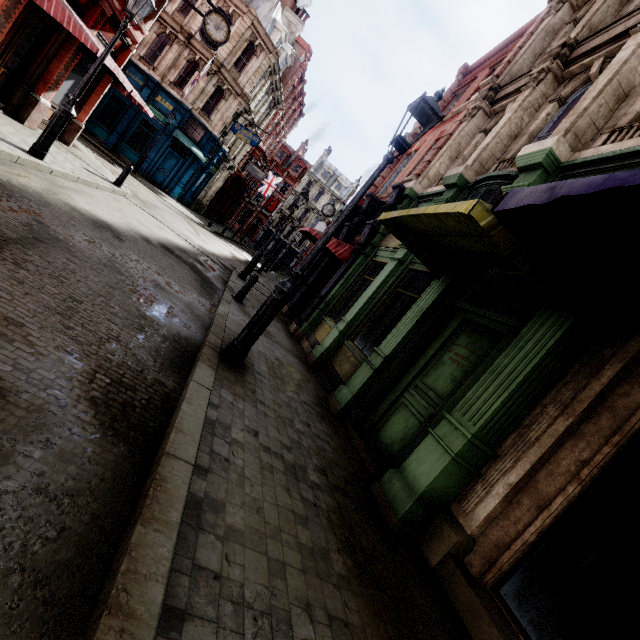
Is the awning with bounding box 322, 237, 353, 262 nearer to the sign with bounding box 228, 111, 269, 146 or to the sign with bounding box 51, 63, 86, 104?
the sign with bounding box 51, 63, 86, 104

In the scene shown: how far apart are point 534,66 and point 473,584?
12.8m

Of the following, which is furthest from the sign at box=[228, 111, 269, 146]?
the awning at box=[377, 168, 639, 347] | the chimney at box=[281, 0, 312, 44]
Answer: the awning at box=[377, 168, 639, 347]

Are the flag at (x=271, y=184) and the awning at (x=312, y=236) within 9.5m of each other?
no

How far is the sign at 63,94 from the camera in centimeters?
1088cm

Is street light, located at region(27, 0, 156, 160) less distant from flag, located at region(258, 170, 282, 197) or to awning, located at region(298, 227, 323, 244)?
awning, located at region(298, 227, 323, 244)

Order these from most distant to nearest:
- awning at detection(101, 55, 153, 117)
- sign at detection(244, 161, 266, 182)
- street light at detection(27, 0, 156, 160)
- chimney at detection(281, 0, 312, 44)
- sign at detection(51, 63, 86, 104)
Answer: sign at detection(244, 161, 266, 182) → chimney at detection(281, 0, 312, 44) → sign at detection(51, 63, 86, 104) → awning at detection(101, 55, 153, 117) → street light at detection(27, 0, 156, 160)

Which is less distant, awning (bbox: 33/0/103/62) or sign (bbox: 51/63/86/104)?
awning (bbox: 33/0/103/62)
